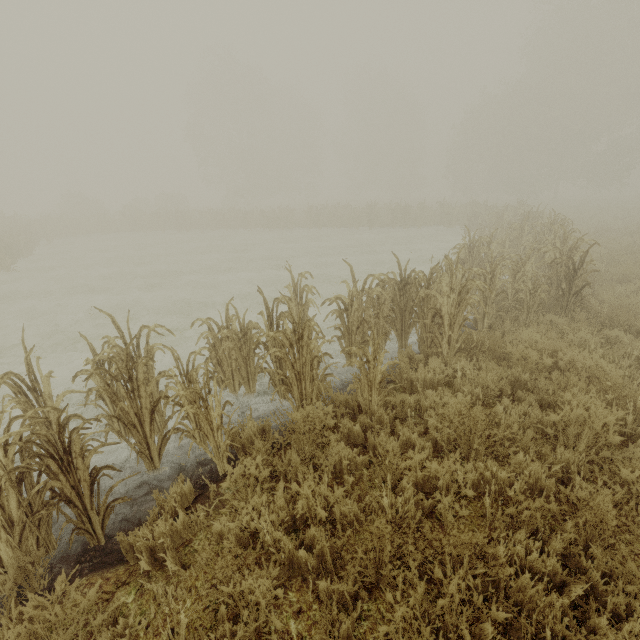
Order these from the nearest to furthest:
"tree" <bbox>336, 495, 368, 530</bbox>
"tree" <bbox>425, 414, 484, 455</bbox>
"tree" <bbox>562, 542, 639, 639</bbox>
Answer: "tree" <bbox>562, 542, 639, 639</bbox> → "tree" <bbox>336, 495, 368, 530</bbox> → "tree" <bbox>425, 414, 484, 455</bbox>

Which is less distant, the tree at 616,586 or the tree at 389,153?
the tree at 616,586

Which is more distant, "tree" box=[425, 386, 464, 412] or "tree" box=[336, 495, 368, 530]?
"tree" box=[425, 386, 464, 412]

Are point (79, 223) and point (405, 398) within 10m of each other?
no

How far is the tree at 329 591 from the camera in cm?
252

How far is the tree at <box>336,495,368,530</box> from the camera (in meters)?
3.11
